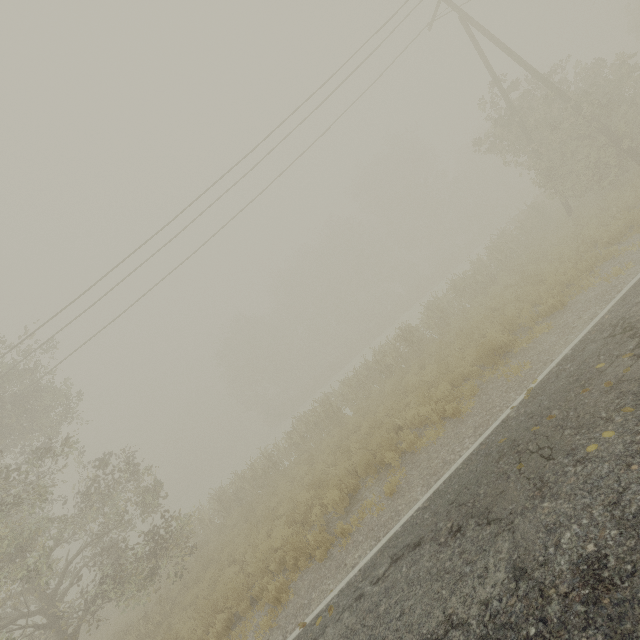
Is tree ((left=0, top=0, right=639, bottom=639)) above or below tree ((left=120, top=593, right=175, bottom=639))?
above

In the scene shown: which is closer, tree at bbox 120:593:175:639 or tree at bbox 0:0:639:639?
tree at bbox 120:593:175:639

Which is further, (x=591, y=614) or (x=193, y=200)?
(x=193, y=200)

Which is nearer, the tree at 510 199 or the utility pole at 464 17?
the tree at 510 199

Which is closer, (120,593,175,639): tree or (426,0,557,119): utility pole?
(120,593,175,639): tree

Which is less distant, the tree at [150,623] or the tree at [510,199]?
the tree at [150,623]

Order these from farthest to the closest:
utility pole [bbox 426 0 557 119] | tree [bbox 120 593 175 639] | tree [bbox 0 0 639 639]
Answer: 1. utility pole [bbox 426 0 557 119]
2. tree [bbox 0 0 639 639]
3. tree [bbox 120 593 175 639]
